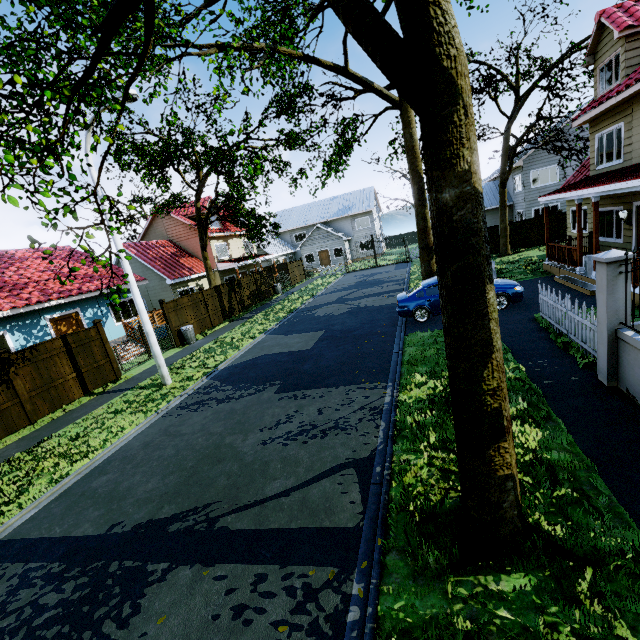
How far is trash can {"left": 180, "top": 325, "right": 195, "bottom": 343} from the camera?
17.0 meters

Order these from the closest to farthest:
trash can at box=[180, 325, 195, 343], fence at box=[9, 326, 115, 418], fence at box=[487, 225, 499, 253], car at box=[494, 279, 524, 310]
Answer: fence at box=[9, 326, 115, 418], car at box=[494, 279, 524, 310], trash can at box=[180, 325, 195, 343], fence at box=[487, 225, 499, 253]

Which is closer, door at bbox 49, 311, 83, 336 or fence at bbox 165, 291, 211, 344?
door at bbox 49, 311, 83, 336

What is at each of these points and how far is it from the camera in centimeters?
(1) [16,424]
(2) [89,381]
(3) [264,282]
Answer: (1) fence, 1020cm
(2) fence, 1252cm
(3) fence, 2734cm

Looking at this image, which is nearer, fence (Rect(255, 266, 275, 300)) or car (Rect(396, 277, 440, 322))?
car (Rect(396, 277, 440, 322))

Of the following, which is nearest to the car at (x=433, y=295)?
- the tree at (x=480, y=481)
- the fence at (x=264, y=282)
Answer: the tree at (x=480, y=481)

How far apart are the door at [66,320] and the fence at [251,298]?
9.0m

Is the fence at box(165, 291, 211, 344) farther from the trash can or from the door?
the door
